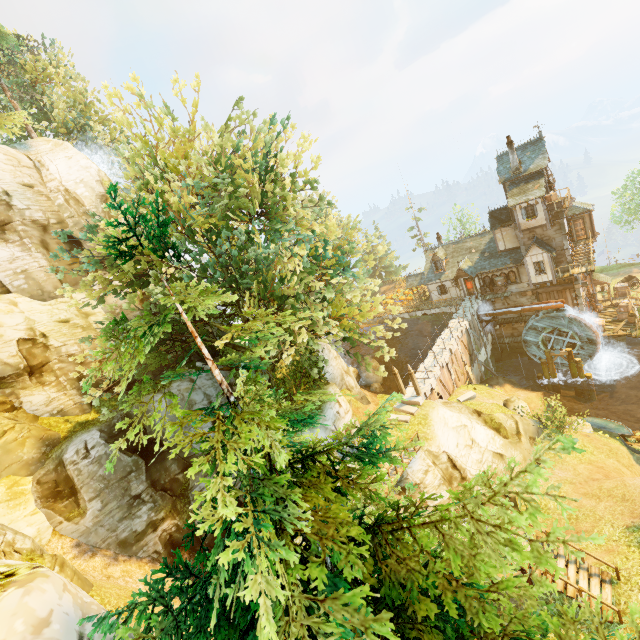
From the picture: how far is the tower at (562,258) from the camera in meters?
31.3 m

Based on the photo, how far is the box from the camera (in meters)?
32.03

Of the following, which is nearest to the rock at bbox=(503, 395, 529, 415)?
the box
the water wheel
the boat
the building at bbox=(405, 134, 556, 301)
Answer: the boat

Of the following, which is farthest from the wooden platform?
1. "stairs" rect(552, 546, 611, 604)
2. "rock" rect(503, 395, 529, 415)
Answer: "stairs" rect(552, 546, 611, 604)

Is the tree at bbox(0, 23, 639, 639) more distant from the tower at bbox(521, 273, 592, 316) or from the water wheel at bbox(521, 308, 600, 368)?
the water wheel at bbox(521, 308, 600, 368)

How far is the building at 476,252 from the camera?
29.97m

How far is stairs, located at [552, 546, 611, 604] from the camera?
12.7m

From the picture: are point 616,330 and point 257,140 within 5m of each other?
no
